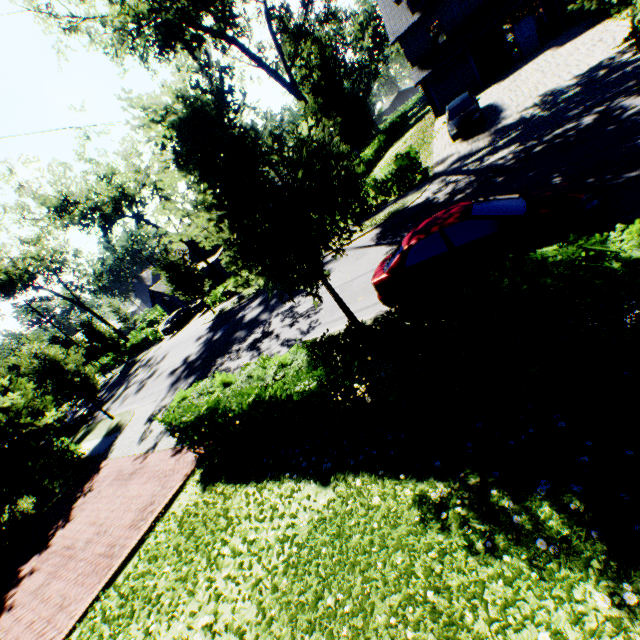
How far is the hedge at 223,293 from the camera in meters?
28.3 m

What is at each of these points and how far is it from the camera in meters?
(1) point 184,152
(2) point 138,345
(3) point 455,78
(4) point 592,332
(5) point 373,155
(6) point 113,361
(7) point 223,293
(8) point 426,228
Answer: (1) tree, 5.9
(2) hedge, 38.5
(3) garage door, 26.4
(4) hedge, 3.4
(5) hedge, 39.9
(6) hedge, 43.3
(7) hedge, 28.9
(8) car, 7.5

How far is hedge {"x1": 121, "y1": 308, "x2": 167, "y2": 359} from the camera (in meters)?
36.31

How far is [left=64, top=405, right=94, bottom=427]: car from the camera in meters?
24.6

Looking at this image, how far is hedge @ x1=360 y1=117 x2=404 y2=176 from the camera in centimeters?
3675cm

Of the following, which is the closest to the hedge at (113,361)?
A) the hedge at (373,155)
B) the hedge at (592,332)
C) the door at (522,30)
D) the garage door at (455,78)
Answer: the hedge at (592,332)

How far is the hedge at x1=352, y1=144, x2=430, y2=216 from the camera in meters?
17.7

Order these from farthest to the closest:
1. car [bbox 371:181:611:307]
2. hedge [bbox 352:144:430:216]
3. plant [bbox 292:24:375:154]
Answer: plant [bbox 292:24:375:154], hedge [bbox 352:144:430:216], car [bbox 371:181:611:307]
